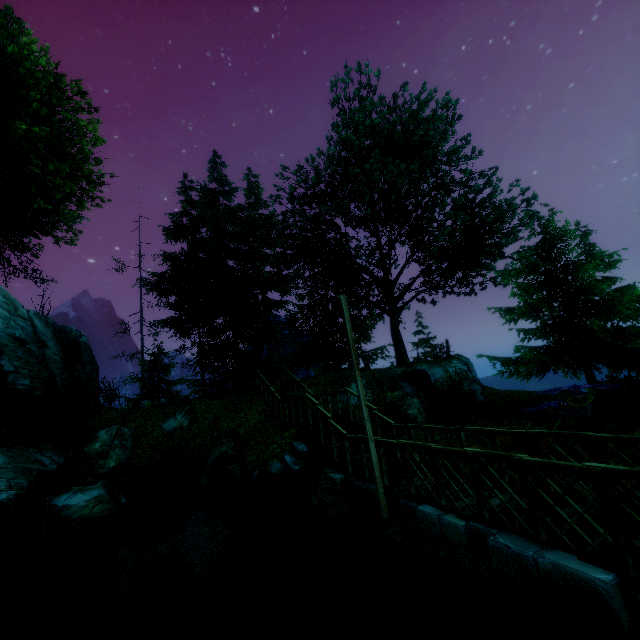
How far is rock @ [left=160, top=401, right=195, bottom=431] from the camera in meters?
16.2 m

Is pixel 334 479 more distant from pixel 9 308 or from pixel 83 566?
pixel 9 308

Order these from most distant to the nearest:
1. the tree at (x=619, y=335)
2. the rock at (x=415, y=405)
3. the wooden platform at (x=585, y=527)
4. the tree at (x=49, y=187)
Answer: the tree at (x=619, y=335)
the rock at (x=415, y=405)
the tree at (x=49, y=187)
the wooden platform at (x=585, y=527)

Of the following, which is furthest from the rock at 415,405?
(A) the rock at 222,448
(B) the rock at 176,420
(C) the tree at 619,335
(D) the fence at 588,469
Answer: (B) the rock at 176,420

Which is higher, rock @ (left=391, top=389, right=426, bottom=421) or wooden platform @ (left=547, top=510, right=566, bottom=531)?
rock @ (left=391, top=389, right=426, bottom=421)

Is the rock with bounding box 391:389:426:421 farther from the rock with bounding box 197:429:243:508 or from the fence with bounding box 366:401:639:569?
the rock with bounding box 197:429:243:508

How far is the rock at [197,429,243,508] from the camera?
11.29m

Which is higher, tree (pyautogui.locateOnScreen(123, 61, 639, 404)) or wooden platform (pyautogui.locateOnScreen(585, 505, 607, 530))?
tree (pyautogui.locateOnScreen(123, 61, 639, 404))
